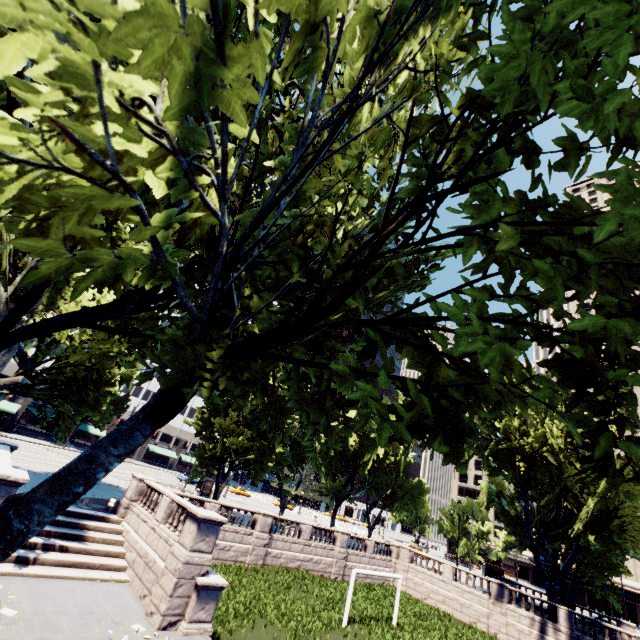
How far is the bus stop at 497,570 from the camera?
56.0m

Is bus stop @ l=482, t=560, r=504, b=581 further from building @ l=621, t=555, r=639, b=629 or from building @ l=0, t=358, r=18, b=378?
building @ l=0, t=358, r=18, b=378

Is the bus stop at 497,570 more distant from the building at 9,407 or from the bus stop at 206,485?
the building at 9,407

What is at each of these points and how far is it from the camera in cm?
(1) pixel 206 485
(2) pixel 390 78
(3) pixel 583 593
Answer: (1) bus stop, 4219
(2) tree, 885
(3) building, 5503

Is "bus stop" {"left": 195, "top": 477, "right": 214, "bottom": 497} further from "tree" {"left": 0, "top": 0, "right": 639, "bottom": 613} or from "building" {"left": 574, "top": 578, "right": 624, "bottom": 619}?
"building" {"left": 574, "top": 578, "right": 624, "bottom": 619}

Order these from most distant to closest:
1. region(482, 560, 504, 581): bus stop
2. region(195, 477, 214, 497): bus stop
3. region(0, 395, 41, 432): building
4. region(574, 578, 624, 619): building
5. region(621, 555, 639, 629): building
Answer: region(482, 560, 504, 581): bus stop, region(574, 578, 624, 619): building, region(621, 555, 639, 629): building, region(0, 395, 41, 432): building, region(195, 477, 214, 497): bus stop

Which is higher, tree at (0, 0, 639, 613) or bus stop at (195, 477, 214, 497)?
tree at (0, 0, 639, 613)

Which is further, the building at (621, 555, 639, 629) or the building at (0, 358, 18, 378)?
the building at (621, 555, 639, 629)
